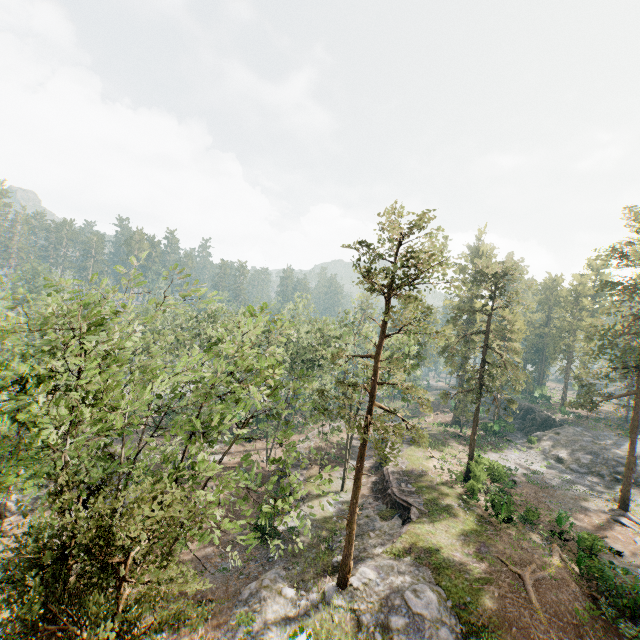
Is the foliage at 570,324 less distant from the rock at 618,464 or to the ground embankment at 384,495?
the rock at 618,464

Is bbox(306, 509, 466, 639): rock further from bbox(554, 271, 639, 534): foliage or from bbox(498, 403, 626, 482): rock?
bbox(498, 403, 626, 482): rock

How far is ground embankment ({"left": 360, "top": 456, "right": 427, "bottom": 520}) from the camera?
28.16m

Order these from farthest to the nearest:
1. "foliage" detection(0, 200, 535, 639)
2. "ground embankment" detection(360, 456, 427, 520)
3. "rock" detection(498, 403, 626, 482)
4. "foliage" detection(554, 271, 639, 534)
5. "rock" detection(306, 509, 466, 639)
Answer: "rock" detection(498, 403, 626, 482), "foliage" detection(554, 271, 639, 534), "ground embankment" detection(360, 456, 427, 520), "rock" detection(306, 509, 466, 639), "foliage" detection(0, 200, 535, 639)

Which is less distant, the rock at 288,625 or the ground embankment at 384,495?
the rock at 288,625

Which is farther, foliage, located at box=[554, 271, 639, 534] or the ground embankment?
foliage, located at box=[554, 271, 639, 534]

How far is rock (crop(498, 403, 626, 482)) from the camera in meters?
39.1

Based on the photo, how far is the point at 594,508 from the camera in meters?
31.8 m
